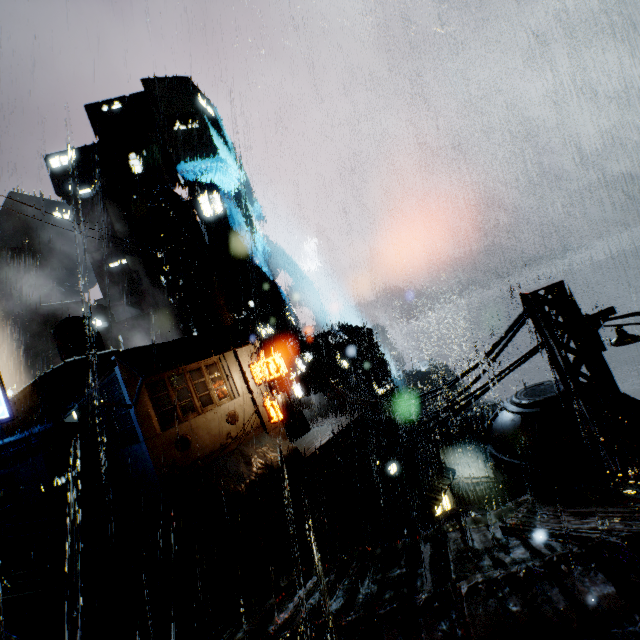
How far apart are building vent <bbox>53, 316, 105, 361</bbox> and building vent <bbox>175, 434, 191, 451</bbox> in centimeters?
1936cm

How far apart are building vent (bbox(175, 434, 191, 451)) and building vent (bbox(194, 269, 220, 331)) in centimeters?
2658cm

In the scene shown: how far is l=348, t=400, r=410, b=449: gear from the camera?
39.50m

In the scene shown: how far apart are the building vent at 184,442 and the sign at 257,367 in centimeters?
496cm

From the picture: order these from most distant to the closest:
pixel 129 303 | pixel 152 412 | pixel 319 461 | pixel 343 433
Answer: pixel 129 303, pixel 343 433, pixel 319 461, pixel 152 412

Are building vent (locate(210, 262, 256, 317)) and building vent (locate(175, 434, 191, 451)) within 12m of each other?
no

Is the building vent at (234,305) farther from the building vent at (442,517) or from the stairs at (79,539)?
the building vent at (442,517)

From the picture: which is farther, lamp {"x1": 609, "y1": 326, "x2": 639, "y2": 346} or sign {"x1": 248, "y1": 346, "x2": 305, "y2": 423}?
sign {"x1": 248, "y1": 346, "x2": 305, "y2": 423}
